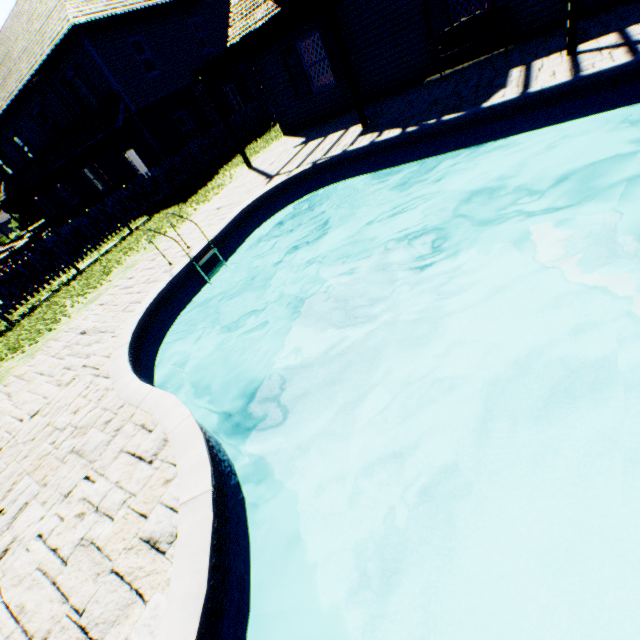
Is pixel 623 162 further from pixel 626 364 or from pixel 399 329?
pixel 399 329

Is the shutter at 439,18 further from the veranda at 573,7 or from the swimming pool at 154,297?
the swimming pool at 154,297

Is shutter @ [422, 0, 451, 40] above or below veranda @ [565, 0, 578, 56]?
above

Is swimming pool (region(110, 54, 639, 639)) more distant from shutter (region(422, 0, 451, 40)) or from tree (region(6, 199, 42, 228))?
tree (region(6, 199, 42, 228))

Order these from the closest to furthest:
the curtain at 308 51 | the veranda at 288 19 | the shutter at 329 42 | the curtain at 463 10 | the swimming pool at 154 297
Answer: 1. the swimming pool at 154 297
2. the veranda at 288 19
3. the curtain at 463 10
4. the shutter at 329 42
5. the curtain at 308 51

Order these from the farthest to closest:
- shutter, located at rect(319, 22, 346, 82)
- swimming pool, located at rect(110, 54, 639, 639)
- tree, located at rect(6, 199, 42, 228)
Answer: tree, located at rect(6, 199, 42, 228) < shutter, located at rect(319, 22, 346, 82) < swimming pool, located at rect(110, 54, 639, 639)

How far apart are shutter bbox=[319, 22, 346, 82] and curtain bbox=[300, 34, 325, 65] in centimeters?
23cm

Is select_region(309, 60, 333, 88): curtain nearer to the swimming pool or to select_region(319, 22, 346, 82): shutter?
select_region(319, 22, 346, 82): shutter
